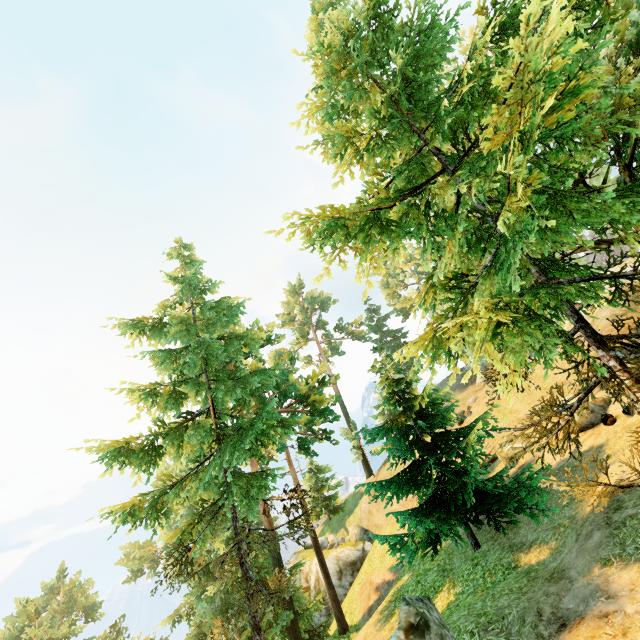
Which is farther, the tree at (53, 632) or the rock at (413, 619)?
the tree at (53, 632)

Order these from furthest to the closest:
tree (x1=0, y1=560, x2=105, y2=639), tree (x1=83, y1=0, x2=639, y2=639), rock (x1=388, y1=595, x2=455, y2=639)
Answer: tree (x1=0, y1=560, x2=105, y2=639) < rock (x1=388, y1=595, x2=455, y2=639) < tree (x1=83, y1=0, x2=639, y2=639)

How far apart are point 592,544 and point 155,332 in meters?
16.4

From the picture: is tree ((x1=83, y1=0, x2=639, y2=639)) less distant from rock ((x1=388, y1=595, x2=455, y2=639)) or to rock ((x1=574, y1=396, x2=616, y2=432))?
rock ((x1=574, y1=396, x2=616, y2=432))

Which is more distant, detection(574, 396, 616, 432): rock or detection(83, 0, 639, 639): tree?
detection(574, 396, 616, 432): rock

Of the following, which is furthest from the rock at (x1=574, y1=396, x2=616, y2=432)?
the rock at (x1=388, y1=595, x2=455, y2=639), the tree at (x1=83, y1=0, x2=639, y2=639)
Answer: the rock at (x1=388, y1=595, x2=455, y2=639)

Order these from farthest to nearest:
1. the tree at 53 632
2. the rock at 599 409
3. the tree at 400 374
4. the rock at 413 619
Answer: the tree at 53 632 → the rock at 599 409 → the rock at 413 619 → the tree at 400 374

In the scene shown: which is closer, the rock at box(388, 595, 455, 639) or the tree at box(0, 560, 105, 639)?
the rock at box(388, 595, 455, 639)
